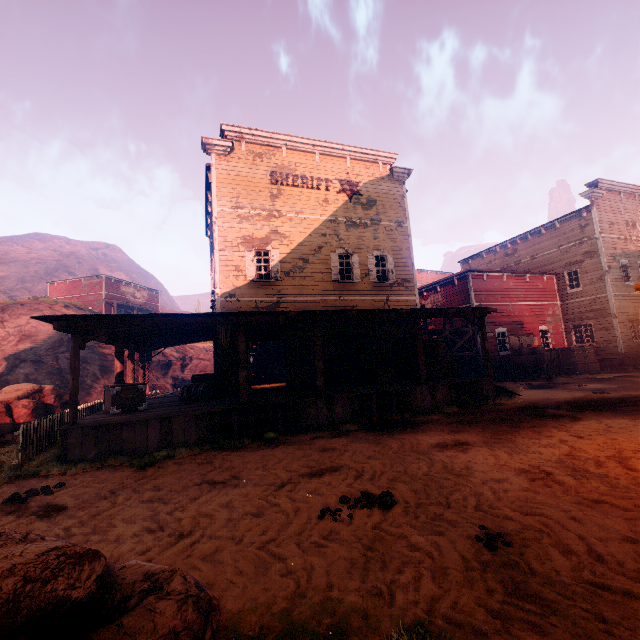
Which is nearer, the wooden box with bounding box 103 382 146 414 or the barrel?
the wooden box with bounding box 103 382 146 414

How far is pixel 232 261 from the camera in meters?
13.8

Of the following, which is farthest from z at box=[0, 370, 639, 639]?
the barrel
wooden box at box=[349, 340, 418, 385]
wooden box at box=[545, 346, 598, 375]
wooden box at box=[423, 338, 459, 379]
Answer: the barrel

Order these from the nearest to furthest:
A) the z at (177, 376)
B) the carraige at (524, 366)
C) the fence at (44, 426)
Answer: the fence at (44, 426), the carraige at (524, 366), the z at (177, 376)

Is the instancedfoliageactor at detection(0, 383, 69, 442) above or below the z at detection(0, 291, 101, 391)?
below

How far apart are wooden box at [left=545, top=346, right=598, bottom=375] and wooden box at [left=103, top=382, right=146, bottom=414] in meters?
23.4 m

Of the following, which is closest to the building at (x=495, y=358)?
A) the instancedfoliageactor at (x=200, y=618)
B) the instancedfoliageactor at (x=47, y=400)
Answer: the instancedfoliageactor at (x=47, y=400)
